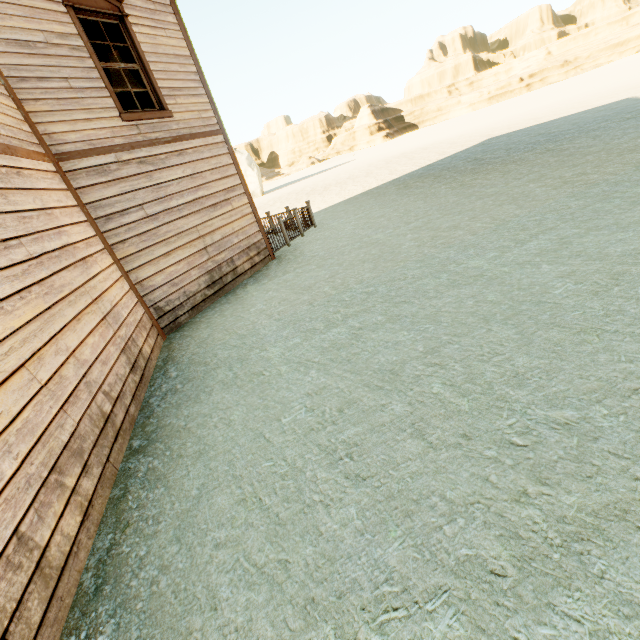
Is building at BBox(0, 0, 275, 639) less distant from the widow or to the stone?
the widow

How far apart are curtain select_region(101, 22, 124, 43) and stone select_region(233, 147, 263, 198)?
37.5m

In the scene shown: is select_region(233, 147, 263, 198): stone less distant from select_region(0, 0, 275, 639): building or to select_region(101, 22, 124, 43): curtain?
select_region(0, 0, 275, 639): building

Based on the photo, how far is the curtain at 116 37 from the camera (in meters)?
6.38

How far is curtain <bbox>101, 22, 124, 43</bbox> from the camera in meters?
6.4 m

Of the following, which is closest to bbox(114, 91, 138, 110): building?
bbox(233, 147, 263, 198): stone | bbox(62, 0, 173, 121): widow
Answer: bbox(62, 0, 173, 121): widow

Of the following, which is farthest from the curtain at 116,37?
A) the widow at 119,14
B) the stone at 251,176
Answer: the stone at 251,176

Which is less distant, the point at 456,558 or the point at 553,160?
the point at 456,558
